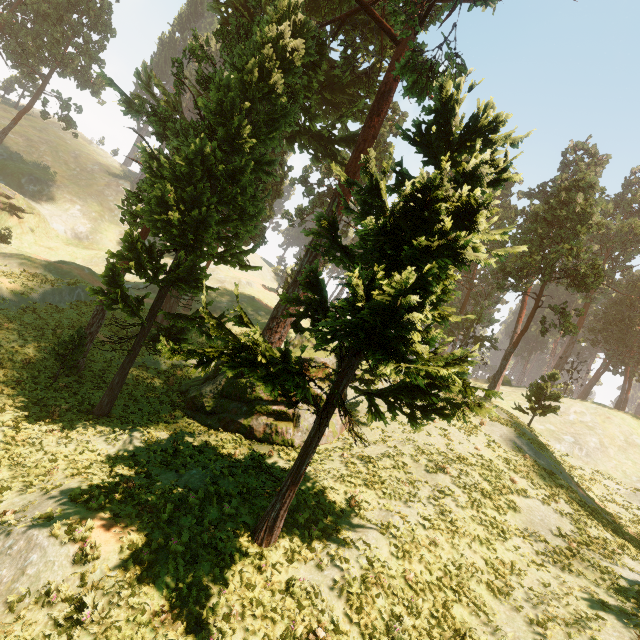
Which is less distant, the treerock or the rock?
the treerock

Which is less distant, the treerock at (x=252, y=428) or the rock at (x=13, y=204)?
the treerock at (x=252, y=428)

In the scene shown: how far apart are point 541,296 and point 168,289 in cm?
3282
